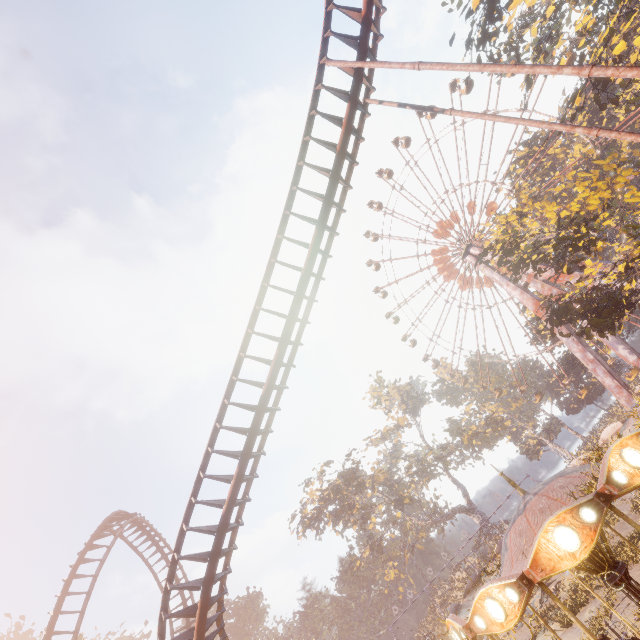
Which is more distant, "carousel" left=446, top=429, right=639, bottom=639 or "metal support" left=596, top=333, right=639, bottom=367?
"metal support" left=596, top=333, right=639, bottom=367

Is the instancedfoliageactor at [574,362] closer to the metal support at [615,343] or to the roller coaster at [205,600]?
the metal support at [615,343]

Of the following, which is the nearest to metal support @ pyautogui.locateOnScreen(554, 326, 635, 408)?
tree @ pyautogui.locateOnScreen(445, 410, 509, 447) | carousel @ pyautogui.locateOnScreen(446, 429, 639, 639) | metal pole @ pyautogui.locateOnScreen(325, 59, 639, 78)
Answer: tree @ pyautogui.locateOnScreen(445, 410, 509, 447)

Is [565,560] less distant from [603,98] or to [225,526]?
[225,526]

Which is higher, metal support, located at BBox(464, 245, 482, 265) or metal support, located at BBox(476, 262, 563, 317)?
metal support, located at BBox(464, 245, 482, 265)

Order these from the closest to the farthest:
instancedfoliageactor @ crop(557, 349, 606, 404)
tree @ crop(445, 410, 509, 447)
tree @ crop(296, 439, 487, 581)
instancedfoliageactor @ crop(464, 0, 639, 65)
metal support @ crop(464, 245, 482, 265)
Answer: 1. instancedfoliageactor @ crop(464, 0, 639, 65)
2. metal support @ crop(464, 245, 482, 265)
3. instancedfoliageactor @ crop(557, 349, 606, 404)
4. tree @ crop(296, 439, 487, 581)
5. tree @ crop(445, 410, 509, 447)

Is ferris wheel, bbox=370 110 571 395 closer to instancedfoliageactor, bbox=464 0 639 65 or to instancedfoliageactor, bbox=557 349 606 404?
instancedfoliageactor, bbox=557 349 606 404

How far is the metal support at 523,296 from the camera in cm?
3756
